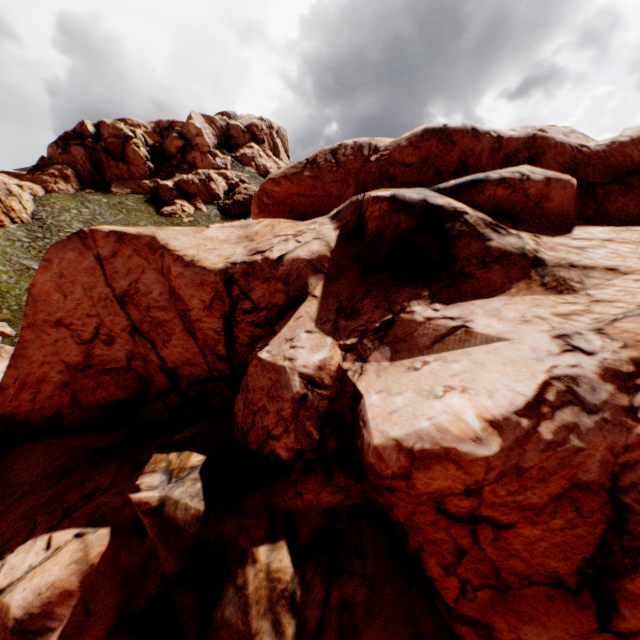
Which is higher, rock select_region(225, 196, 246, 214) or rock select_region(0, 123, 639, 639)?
rock select_region(225, 196, 246, 214)

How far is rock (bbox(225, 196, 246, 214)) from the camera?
59.44m

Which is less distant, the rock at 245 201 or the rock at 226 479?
the rock at 226 479

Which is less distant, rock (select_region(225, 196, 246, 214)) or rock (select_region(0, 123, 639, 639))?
rock (select_region(0, 123, 639, 639))

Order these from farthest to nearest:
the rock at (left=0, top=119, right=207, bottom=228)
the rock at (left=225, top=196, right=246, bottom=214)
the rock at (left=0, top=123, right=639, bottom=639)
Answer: the rock at (left=225, top=196, right=246, bottom=214) → the rock at (left=0, top=119, right=207, bottom=228) → the rock at (left=0, top=123, right=639, bottom=639)

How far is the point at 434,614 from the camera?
8.66m
